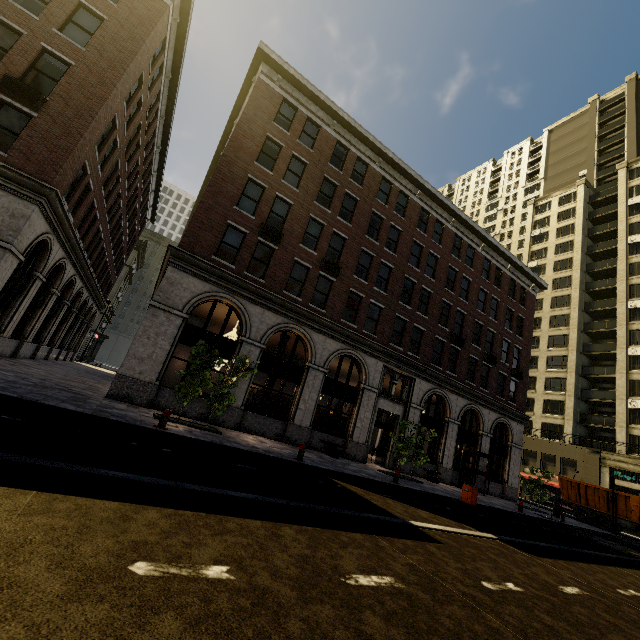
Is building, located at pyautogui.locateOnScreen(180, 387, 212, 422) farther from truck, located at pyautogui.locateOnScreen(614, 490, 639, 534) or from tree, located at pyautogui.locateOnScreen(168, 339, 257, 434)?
truck, located at pyautogui.locateOnScreen(614, 490, 639, 534)

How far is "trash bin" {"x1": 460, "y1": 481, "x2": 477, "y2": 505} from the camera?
14.4 meters

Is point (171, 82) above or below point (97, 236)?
above

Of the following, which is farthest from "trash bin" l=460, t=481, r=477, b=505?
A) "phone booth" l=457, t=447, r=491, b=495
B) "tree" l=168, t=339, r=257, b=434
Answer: "tree" l=168, t=339, r=257, b=434

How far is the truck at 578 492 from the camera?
25.6m

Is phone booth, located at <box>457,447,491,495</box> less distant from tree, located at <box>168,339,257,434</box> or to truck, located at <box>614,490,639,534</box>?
truck, located at <box>614,490,639,534</box>

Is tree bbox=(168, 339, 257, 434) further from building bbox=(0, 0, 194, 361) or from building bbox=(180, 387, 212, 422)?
building bbox=(0, 0, 194, 361)

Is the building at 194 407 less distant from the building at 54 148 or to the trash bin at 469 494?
the building at 54 148
